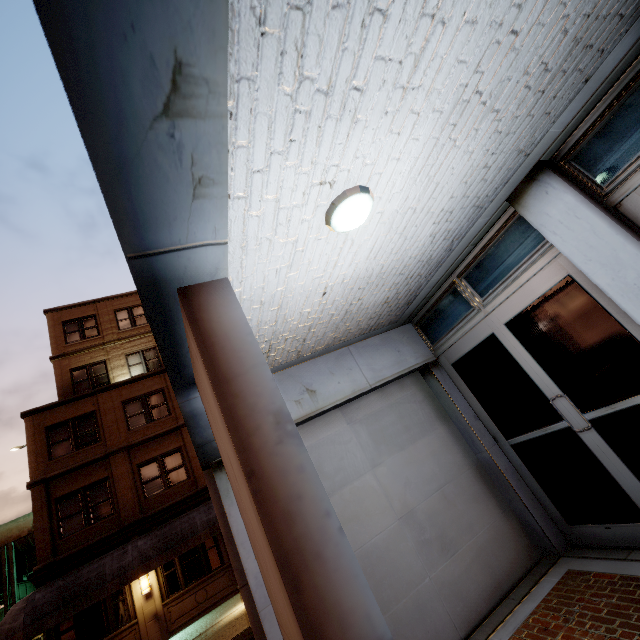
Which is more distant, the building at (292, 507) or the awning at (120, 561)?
the awning at (120, 561)

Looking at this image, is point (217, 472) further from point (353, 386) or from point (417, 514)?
point (417, 514)

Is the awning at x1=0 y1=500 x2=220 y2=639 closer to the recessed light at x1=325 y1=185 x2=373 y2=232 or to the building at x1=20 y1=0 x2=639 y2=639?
the building at x1=20 y1=0 x2=639 y2=639

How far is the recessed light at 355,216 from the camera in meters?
2.2

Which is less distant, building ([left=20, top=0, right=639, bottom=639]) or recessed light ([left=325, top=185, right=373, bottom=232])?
building ([left=20, top=0, right=639, bottom=639])

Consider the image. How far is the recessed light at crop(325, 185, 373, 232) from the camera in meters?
2.2 m

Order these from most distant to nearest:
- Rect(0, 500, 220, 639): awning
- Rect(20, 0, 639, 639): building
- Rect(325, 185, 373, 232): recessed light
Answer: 1. Rect(0, 500, 220, 639): awning
2. Rect(325, 185, 373, 232): recessed light
3. Rect(20, 0, 639, 639): building
